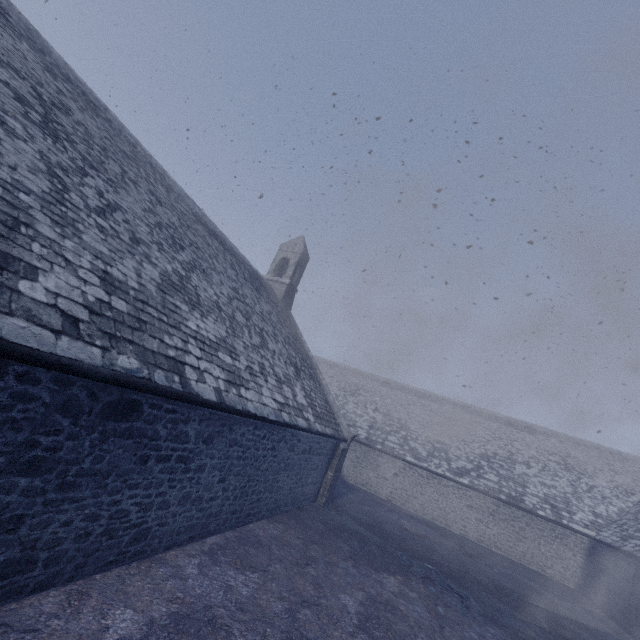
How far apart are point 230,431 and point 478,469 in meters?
20.6 m
